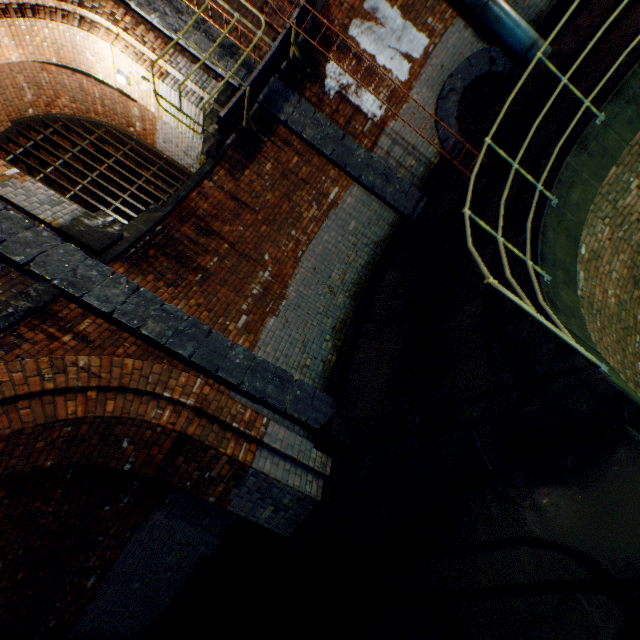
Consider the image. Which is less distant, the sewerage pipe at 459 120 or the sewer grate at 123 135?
the sewerage pipe at 459 120

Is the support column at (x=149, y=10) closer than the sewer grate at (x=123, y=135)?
Yes

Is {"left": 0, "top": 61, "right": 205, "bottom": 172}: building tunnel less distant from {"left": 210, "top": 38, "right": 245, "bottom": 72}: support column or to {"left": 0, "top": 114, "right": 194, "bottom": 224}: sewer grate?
{"left": 0, "top": 114, "right": 194, "bottom": 224}: sewer grate

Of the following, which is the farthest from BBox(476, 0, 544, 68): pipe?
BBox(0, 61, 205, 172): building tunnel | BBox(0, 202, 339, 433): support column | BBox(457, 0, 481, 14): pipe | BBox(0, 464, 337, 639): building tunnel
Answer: BBox(0, 464, 337, 639): building tunnel

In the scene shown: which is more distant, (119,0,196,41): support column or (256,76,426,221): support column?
(256,76,426,221): support column

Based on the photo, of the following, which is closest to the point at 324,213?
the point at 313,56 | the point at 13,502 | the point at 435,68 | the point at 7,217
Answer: the point at 313,56

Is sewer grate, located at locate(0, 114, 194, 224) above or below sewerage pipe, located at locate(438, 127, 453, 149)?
above

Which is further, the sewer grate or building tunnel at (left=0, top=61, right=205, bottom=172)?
the sewer grate
